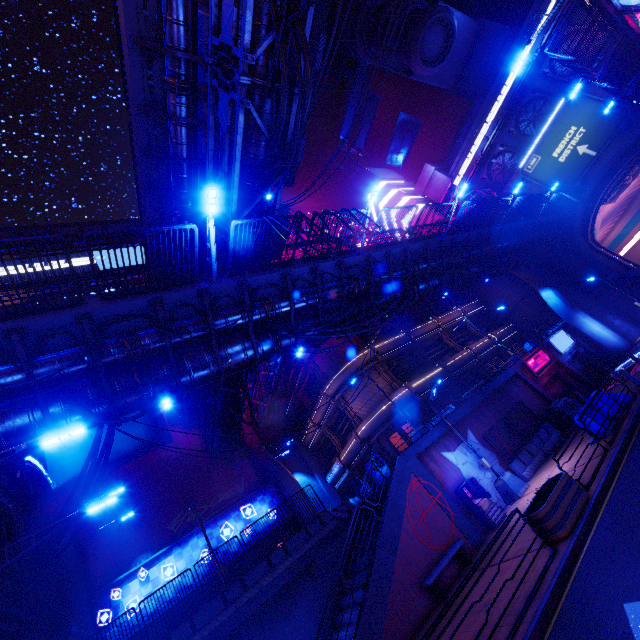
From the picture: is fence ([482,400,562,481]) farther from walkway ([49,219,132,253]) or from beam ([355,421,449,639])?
Answer: walkway ([49,219,132,253])

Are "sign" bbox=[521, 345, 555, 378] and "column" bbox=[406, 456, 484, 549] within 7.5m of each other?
no

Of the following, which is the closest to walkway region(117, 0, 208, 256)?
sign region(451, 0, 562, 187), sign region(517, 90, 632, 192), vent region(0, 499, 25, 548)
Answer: vent region(0, 499, 25, 548)

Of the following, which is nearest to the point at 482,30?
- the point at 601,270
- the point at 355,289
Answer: the point at 601,270

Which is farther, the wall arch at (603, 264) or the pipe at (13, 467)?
the wall arch at (603, 264)

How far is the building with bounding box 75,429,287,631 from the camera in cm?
1978

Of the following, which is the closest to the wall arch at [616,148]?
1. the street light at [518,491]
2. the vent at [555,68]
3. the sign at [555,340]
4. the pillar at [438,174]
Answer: the vent at [555,68]
